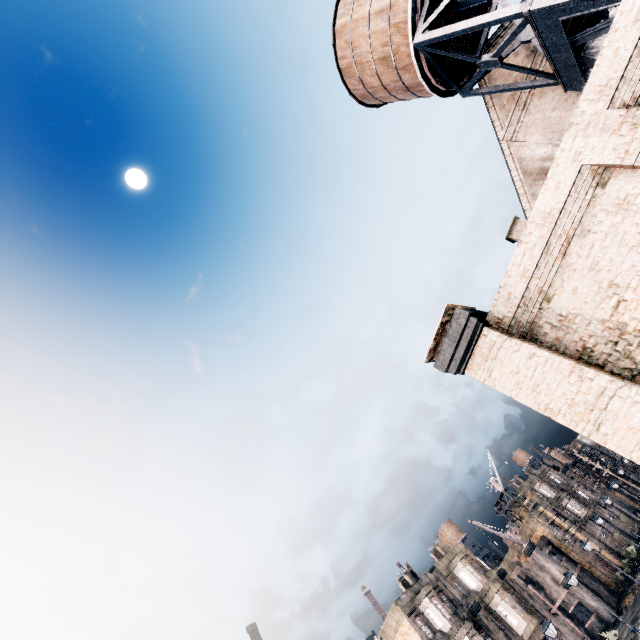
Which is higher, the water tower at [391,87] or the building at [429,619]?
the water tower at [391,87]

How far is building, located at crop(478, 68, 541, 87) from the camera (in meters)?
18.73

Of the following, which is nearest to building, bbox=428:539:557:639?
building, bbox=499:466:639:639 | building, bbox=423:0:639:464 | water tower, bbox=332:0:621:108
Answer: building, bbox=499:466:639:639

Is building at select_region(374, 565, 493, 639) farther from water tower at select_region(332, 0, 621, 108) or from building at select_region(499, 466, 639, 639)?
water tower at select_region(332, 0, 621, 108)

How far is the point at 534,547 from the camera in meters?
41.4

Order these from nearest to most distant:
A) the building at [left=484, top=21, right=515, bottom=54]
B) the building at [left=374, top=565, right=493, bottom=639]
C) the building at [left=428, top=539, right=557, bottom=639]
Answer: the building at [left=484, top=21, right=515, bottom=54] → the building at [left=374, top=565, right=493, bottom=639] → the building at [left=428, top=539, right=557, bottom=639]

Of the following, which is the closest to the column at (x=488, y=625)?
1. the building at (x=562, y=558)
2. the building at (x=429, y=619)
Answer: the building at (x=429, y=619)
